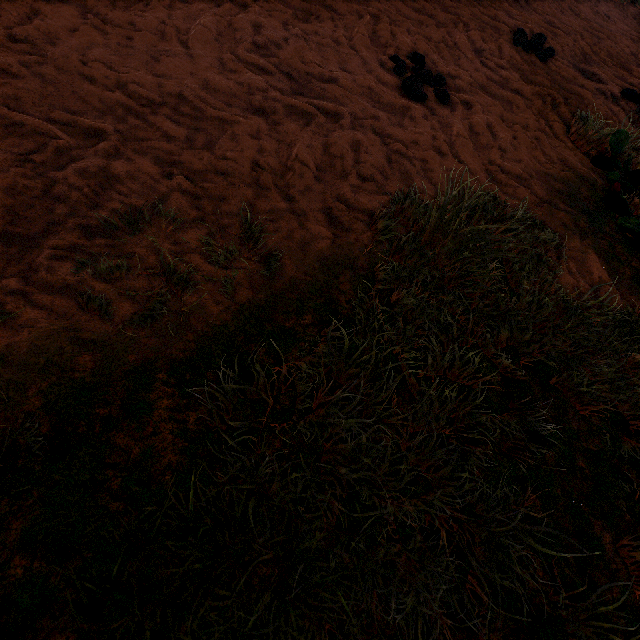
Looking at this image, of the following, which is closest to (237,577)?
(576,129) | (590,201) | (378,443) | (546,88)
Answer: (378,443)
